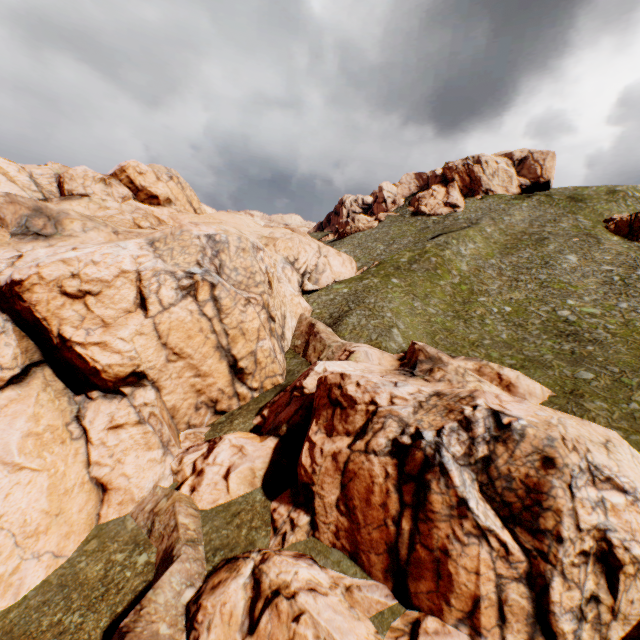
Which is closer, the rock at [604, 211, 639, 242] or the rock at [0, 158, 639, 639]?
the rock at [0, 158, 639, 639]

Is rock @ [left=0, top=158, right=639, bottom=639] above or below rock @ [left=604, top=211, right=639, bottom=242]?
below

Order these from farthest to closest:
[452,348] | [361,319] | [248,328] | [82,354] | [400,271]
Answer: [400,271]
[361,319]
[452,348]
[248,328]
[82,354]

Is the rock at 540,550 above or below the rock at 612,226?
below

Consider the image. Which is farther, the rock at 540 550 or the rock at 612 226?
the rock at 612 226
